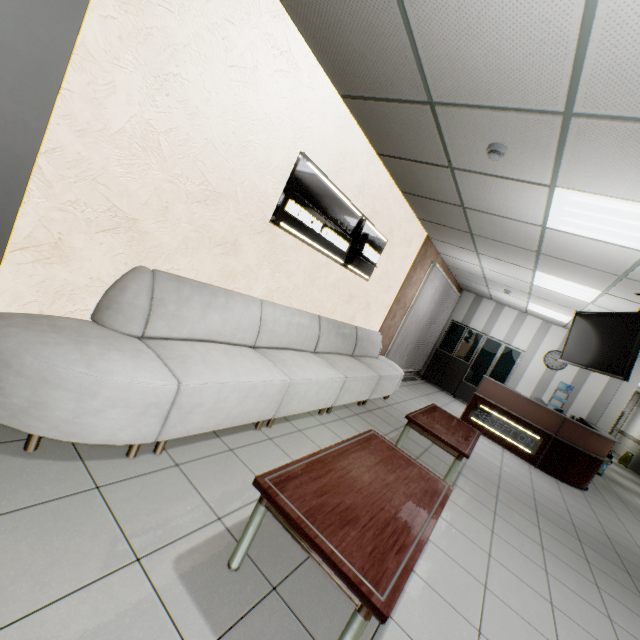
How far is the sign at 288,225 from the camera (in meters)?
3.21

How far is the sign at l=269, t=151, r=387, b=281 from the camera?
3.2m

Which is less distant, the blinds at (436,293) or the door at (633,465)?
the blinds at (436,293)

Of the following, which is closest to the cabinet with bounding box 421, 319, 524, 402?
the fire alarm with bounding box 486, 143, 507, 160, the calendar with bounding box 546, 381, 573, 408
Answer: the calendar with bounding box 546, 381, 573, 408

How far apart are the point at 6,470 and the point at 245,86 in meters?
2.9 m

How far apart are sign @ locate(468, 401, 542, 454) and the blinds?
2.0m

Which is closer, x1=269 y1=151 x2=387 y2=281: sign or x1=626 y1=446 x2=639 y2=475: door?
x1=269 y1=151 x2=387 y2=281: sign

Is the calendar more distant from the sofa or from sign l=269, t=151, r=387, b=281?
sign l=269, t=151, r=387, b=281
